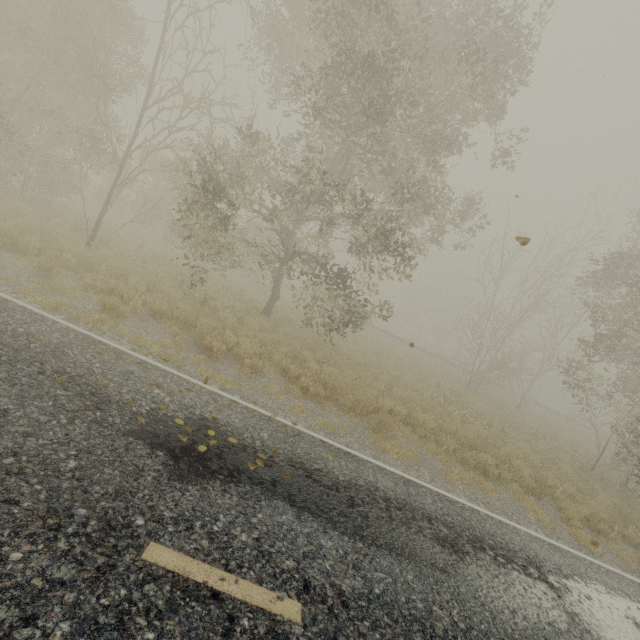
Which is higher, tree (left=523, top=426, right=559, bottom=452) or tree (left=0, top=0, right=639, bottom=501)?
tree (left=0, top=0, right=639, bottom=501)

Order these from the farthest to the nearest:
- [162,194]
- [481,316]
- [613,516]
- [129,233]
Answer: [162,194] < [481,316] < [129,233] < [613,516]

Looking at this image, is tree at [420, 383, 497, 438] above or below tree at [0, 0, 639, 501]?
below

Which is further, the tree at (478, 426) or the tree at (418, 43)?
the tree at (478, 426)

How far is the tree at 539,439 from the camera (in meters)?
15.37

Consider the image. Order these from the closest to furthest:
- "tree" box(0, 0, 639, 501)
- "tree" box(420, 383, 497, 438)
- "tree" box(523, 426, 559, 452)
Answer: "tree" box(0, 0, 639, 501) < "tree" box(420, 383, 497, 438) < "tree" box(523, 426, 559, 452)

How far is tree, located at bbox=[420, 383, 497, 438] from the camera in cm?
1273

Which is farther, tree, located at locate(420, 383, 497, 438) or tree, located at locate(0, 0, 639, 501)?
tree, located at locate(420, 383, 497, 438)
